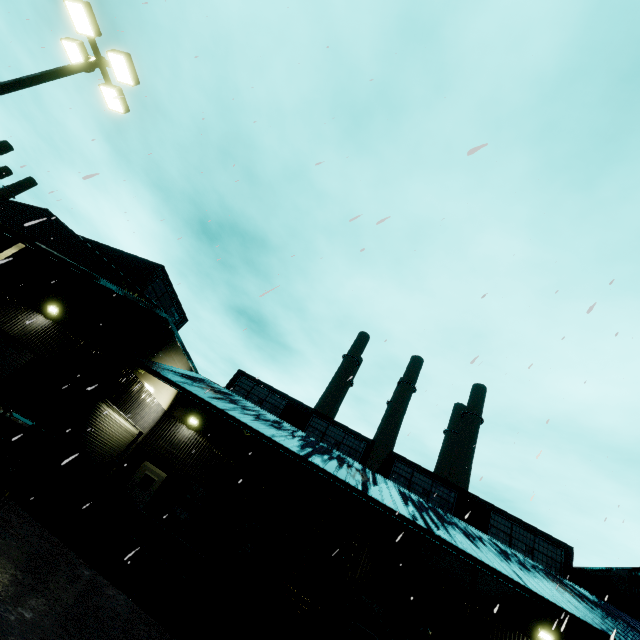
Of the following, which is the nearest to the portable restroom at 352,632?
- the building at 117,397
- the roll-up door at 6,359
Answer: the building at 117,397

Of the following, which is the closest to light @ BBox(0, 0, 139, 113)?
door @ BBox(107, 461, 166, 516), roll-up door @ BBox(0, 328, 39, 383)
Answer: roll-up door @ BBox(0, 328, 39, 383)

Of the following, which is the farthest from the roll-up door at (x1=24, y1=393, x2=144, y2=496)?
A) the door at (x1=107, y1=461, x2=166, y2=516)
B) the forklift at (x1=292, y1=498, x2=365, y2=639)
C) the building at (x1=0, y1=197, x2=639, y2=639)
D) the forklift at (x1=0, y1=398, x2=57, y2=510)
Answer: the forklift at (x1=292, y1=498, x2=365, y2=639)

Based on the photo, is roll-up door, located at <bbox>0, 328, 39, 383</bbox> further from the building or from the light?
the light

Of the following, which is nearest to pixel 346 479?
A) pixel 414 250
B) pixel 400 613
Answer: pixel 400 613

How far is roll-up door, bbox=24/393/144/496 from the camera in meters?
12.9

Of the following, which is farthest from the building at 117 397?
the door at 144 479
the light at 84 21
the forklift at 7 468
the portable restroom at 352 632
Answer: the light at 84 21

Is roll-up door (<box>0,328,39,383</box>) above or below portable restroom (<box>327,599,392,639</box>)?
above
